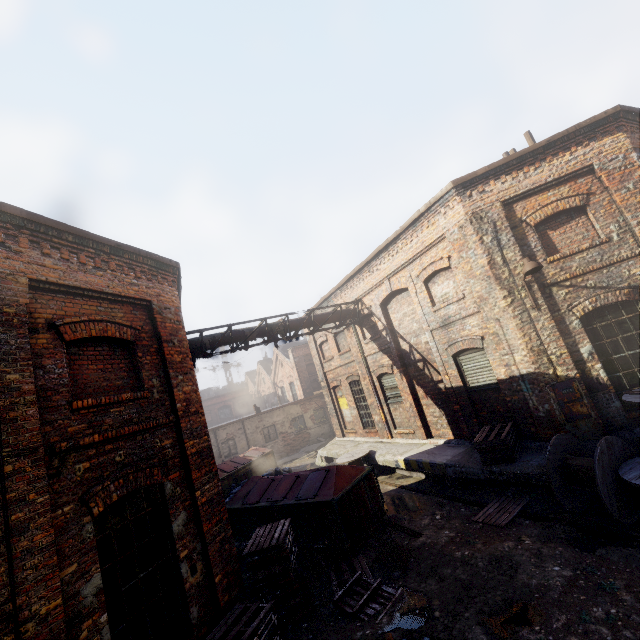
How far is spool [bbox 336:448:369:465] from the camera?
13.02m

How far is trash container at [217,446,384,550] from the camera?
8.08m

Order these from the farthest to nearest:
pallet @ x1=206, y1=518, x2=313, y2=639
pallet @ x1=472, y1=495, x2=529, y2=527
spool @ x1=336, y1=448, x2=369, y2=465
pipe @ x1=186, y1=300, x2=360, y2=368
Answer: spool @ x1=336, y1=448, x2=369, y2=465, pipe @ x1=186, y1=300, x2=360, y2=368, pallet @ x1=472, y1=495, x2=529, y2=527, pallet @ x1=206, y1=518, x2=313, y2=639

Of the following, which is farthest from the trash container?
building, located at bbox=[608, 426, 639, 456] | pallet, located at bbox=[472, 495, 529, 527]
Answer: pallet, located at bbox=[472, 495, 529, 527]

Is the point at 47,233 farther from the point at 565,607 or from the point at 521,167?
the point at 521,167

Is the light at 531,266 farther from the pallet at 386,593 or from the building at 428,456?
the pallet at 386,593

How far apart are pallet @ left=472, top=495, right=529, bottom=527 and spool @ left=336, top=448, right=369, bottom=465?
5.5m

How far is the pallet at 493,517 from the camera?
7.28m
